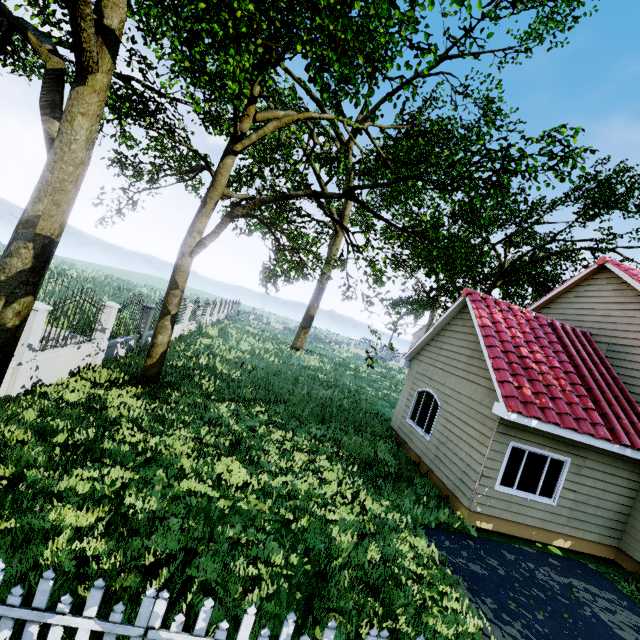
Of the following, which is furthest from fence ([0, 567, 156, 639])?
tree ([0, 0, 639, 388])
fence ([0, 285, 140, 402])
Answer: fence ([0, 285, 140, 402])

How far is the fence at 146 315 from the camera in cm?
1328

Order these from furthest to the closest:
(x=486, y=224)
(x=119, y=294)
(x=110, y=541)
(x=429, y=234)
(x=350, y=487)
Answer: (x=429, y=234)
(x=119, y=294)
(x=486, y=224)
(x=350, y=487)
(x=110, y=541)

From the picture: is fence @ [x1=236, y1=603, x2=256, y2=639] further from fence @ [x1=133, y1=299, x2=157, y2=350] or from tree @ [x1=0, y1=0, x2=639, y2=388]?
fence @ [x1=133, y1=299, x2=157, y2=350]

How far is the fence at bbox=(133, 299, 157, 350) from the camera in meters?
13.3

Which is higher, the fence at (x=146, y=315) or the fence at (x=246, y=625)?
the fence at (x=146, y=315)
